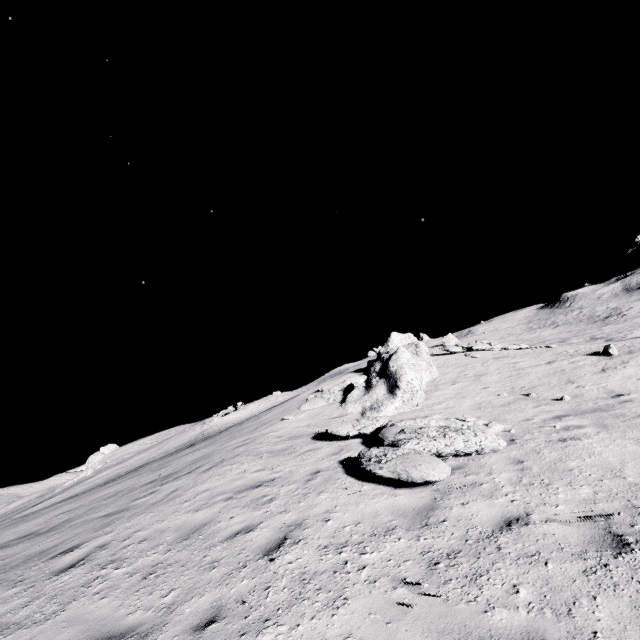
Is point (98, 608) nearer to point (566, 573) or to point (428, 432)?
point (566, 573)
